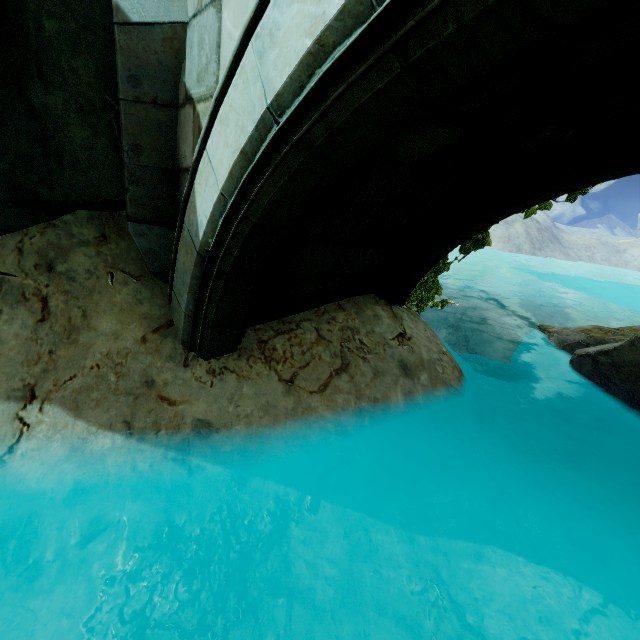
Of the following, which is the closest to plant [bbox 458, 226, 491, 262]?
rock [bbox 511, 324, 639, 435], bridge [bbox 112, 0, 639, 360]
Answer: bridge [bbox 112, 0, 639, 360]

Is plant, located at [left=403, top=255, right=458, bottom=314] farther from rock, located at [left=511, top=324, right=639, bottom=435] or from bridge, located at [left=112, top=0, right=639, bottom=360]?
rock, located at [left=511, top=324, right=639, bottom=435]

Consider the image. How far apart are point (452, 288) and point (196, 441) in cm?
3019

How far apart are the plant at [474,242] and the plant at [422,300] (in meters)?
0.30

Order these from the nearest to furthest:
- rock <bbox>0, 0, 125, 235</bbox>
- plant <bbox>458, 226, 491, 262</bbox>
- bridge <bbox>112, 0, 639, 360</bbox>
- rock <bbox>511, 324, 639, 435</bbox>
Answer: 1. bridge <bbox>112, 0, 639, 360</bbox>
2. rock <bbox>0, 0, 125, 235</bbox>
3. plant <bbox>458, 226, 491, 262</bbox>
4. rock <bbox>511, 324, 639, 435</bbox>

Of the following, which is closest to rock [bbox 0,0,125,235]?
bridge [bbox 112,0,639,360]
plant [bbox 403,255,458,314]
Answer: bridge [bbox 112,0,639,360]

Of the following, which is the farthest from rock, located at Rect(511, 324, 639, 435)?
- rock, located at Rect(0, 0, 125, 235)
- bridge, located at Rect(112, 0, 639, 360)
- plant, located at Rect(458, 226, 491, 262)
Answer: rock, located at Rect(0, 0, 125, 235)

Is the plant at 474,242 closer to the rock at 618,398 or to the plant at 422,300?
the plant at 422,300
